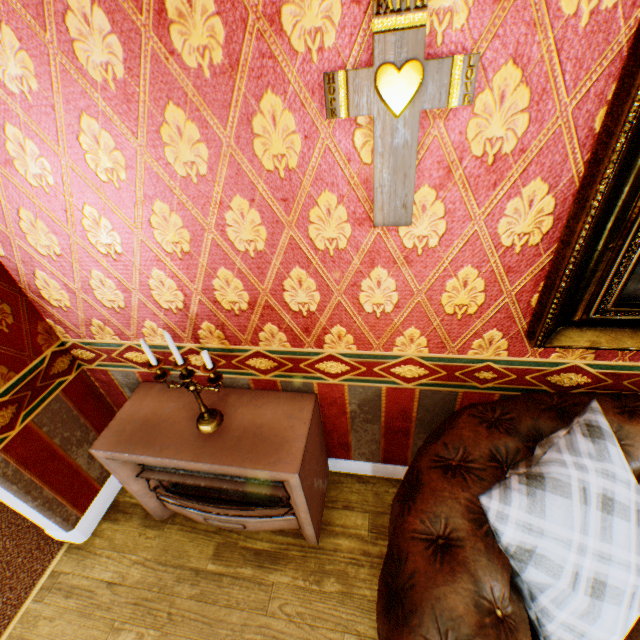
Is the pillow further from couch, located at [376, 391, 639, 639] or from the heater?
the heater

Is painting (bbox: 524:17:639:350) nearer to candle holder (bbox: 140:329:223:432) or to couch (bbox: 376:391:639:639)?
couch (bbox: 376:391:639:639)

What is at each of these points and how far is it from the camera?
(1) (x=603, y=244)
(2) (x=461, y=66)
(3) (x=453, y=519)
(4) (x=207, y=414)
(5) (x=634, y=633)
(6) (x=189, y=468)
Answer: (1) painting, 1.1 meters
(2) crucifix, 0.9 meters
(3) couch, 1.2 meters
(4) candle holder, 1.8 meters
(5) couch, 1.1 meters
(6) heater, 1.7 meters

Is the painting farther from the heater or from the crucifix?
the heater

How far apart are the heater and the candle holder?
0.01m

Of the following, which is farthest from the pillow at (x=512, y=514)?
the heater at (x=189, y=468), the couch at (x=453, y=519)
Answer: the heater at (x=189, y=468)

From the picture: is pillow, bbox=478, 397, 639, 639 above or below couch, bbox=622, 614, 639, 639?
above

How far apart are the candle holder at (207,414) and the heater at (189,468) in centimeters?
1cm
